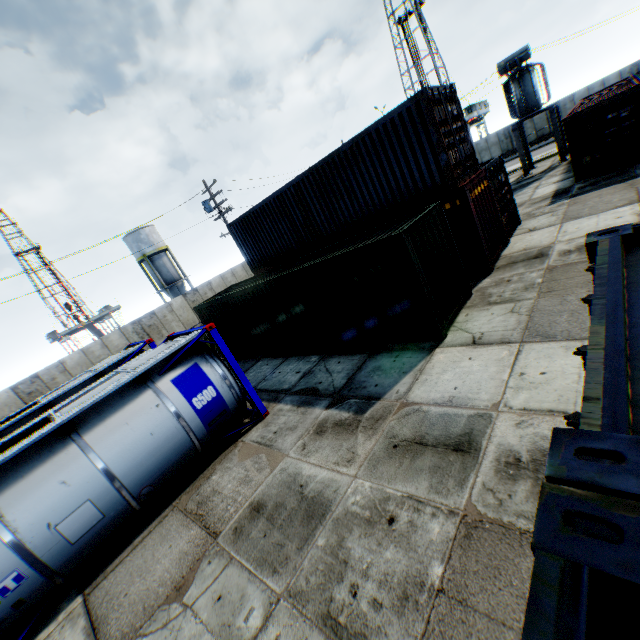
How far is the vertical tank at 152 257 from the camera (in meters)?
39.47

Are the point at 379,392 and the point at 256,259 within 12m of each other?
no

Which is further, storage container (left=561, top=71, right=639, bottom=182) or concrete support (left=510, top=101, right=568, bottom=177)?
concrete support (left=510, top=101, right=568, bottom=177)

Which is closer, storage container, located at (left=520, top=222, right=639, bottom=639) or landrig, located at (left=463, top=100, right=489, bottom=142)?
storage container, located at (left=520, top=222, right=639, bottom=639)

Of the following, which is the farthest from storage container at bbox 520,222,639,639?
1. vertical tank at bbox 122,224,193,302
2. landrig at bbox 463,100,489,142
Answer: landrig at bbox 463,100,489,142

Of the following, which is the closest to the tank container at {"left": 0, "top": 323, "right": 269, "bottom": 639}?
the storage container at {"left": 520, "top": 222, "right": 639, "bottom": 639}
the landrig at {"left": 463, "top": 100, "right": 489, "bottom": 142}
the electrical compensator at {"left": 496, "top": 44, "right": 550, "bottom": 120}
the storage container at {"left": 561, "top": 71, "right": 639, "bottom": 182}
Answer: the storage container at {"left": 520, "top": 222, "right": 639, "bottom": 639}

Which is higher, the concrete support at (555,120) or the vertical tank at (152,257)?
the vertical tank at (152,257)

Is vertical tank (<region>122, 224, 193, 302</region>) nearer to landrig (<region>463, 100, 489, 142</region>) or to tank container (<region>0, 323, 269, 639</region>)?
tank container (<region>0, 323, 269, 639</region>)
